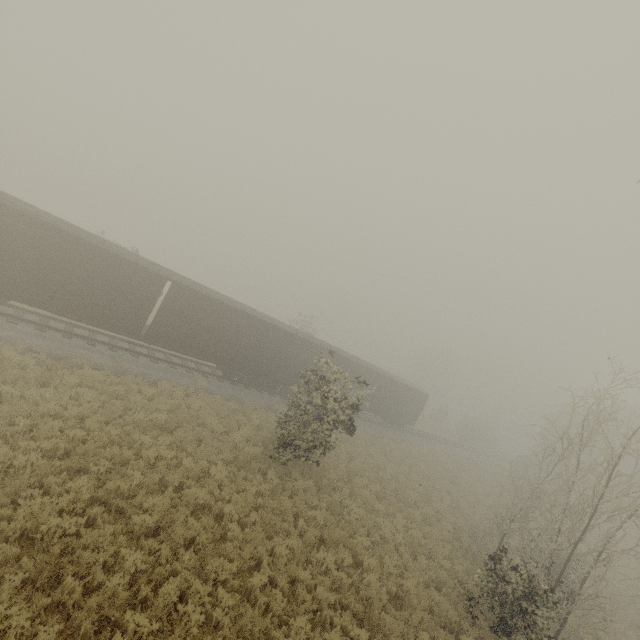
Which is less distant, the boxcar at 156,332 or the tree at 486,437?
the boxcar at 156,332

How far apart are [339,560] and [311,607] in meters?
2.4

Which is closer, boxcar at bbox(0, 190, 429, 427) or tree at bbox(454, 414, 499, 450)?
boxcar at bbox(0, 190, 429, 427)

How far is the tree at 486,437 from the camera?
48.5m

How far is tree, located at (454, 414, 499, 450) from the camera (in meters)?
48.50
